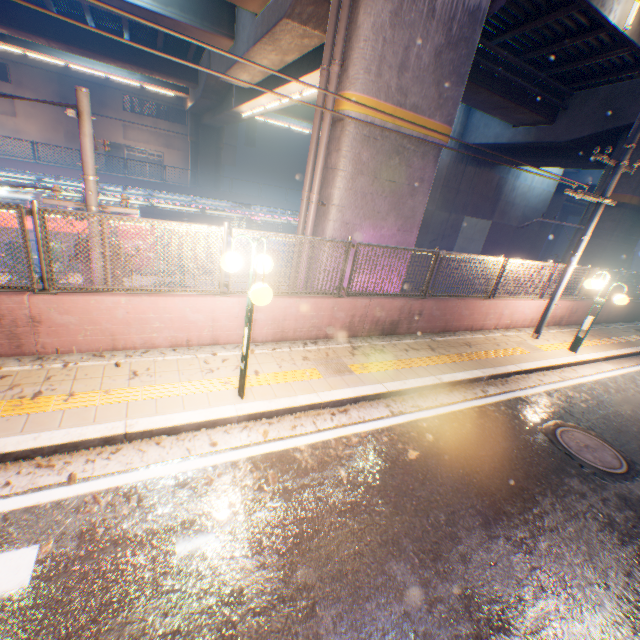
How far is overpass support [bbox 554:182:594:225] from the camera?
14.76m

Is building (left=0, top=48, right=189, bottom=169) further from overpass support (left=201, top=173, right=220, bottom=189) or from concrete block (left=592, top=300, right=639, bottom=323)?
concrete block (left=592, top=300, right=639, bottom=323)

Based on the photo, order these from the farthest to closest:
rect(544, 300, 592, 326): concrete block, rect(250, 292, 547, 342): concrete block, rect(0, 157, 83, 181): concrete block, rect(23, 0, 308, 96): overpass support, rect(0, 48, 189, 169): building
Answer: rect(0, 48, 189, 169): building
rect(0, 157, 83, 181): concrete block
rect(23, 0, 308, 96): overpass support
rect(544, 300, 592, 326): concrete block
rect(250, 292, 547, 342): concrete block

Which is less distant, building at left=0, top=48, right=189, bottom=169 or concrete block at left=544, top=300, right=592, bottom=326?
concrete block at left=544, top=300, right=592, bottom=326

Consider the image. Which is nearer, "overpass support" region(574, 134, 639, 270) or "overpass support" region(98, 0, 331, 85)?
"overpass support" region(98, 0, 331, 85)

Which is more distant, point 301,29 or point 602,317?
point 602,317

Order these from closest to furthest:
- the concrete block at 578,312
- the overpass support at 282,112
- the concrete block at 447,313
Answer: the concrete block at 447,313
the concrete block at 578,312
the overpass support at 282,112

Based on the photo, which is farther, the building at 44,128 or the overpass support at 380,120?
the building at 44,128
